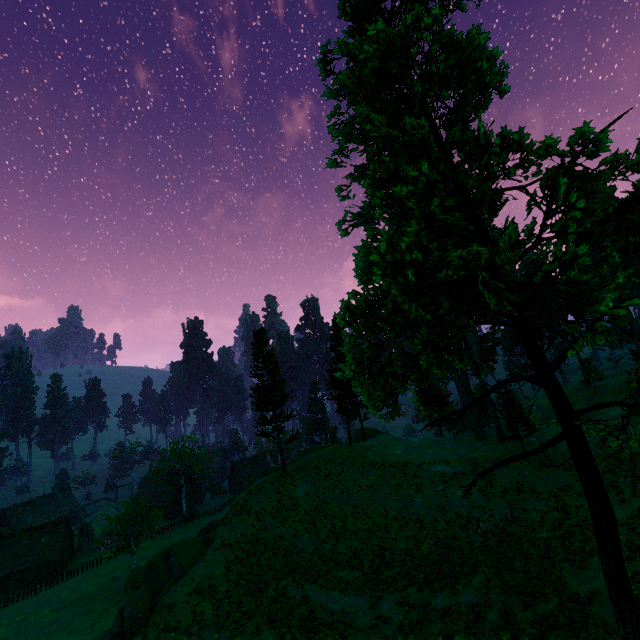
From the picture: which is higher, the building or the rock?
the rock

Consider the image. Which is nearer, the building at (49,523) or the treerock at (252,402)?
the treerock at (252,402)

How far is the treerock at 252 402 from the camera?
35.78m

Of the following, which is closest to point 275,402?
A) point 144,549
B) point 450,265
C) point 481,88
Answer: point 450,265

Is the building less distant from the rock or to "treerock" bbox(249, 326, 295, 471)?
"treerock" bbox(249, 326, 295, 471)

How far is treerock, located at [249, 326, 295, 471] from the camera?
35.8 meters

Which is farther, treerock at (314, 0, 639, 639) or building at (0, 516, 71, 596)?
building at (0, 516, 71, 596)
